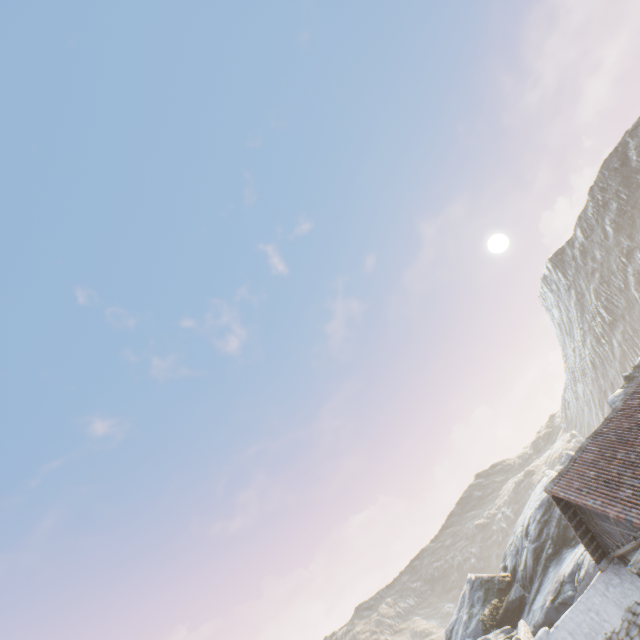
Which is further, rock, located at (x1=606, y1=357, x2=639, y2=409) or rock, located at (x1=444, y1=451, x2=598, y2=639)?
rock, located at (x1=606, y1=357, x2=639, y2=409)

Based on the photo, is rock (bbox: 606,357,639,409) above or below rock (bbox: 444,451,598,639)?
above

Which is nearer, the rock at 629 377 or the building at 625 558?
the building at 625 558

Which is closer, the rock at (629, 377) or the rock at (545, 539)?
the rock at (545, 539)

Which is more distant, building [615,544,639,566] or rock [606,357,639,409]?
rock [606,357,639,409]

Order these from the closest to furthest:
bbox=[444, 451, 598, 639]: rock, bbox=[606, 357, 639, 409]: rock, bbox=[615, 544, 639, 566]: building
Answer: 1. bbox=[615, 544, 639, 566]: building
2. bbox=[444, 451, 598, 639]: rock
3. bbox=[606, 357, 639, 409]: rock

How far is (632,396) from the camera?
15.6m
